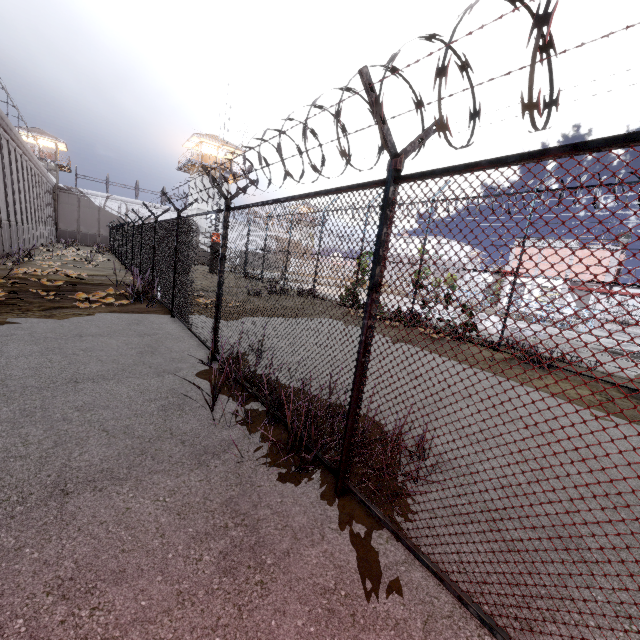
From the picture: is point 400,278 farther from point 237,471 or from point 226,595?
point 226,595

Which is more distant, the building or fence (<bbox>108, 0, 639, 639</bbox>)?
the building

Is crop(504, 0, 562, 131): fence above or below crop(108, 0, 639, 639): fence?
above

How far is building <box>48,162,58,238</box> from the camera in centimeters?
4469cm

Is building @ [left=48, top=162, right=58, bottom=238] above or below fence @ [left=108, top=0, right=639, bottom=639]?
above

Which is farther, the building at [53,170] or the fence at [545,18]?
the building at [53,170]
